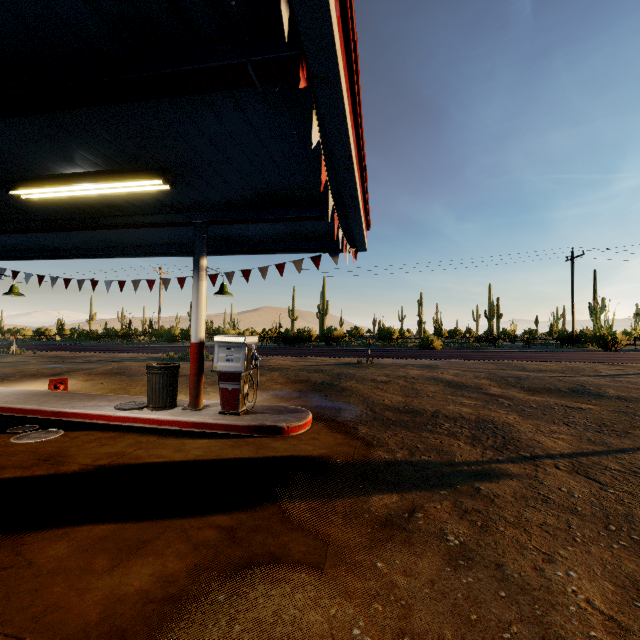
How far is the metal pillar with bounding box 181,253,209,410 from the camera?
6.6 meters

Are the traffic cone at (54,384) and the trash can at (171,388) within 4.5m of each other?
yes

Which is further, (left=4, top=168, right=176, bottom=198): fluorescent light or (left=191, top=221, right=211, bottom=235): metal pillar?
(left=191, top=221, right=211, bottom=235): metal pillar

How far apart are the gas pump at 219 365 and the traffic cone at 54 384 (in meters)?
5.29

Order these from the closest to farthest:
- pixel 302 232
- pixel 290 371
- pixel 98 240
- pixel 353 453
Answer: pixel 353 453 → pixel 302 232 → pixel 98 240 → pixel 290 371

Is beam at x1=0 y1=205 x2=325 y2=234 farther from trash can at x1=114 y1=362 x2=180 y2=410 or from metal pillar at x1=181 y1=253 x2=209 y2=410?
trash can at x1=114 y1=362 x2=180 y2=410

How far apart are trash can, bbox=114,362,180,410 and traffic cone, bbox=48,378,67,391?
3.2 meters
